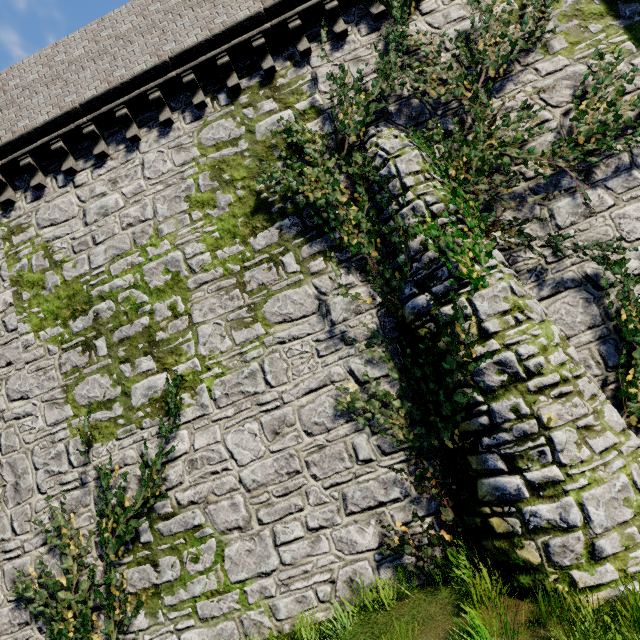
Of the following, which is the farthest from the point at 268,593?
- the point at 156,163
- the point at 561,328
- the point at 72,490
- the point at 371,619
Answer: the point at 156,163

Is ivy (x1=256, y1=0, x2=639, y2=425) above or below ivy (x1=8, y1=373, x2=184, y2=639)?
above

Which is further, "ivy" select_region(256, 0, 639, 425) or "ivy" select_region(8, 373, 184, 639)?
"ivy" select_region(8, 373, 184, 639)

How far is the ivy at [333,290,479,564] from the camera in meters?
5.5

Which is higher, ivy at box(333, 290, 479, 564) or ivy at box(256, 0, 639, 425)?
ivy at box(256, 0, 639, 425)

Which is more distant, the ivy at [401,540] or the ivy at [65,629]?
the ivy at [65,629]
